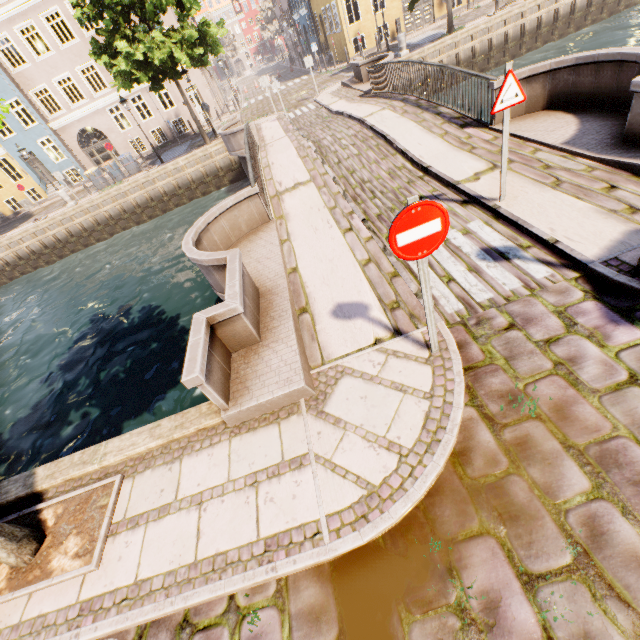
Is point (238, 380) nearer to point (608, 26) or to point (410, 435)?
point (410, 435)

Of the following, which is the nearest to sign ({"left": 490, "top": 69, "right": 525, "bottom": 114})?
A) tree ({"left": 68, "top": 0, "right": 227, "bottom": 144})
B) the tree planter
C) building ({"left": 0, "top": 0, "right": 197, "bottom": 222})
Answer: tree ({"left": 68, "top": 0, "right": 227, "bottom": 144})

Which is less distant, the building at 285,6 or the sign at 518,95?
the sign at 518,95

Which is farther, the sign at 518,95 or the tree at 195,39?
the tree at 195,39

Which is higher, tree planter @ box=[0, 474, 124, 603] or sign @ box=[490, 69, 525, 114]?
sign @ box=[490, 69, 525, 114]

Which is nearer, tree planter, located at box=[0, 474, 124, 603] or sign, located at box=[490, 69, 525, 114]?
tree planter, located at box=[0, 474, 124, 603]

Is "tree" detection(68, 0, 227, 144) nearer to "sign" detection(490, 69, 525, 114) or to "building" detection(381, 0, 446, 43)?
"building" detection(381, 0, 446, 43)

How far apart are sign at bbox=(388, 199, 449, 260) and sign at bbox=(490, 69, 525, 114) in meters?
3.2
